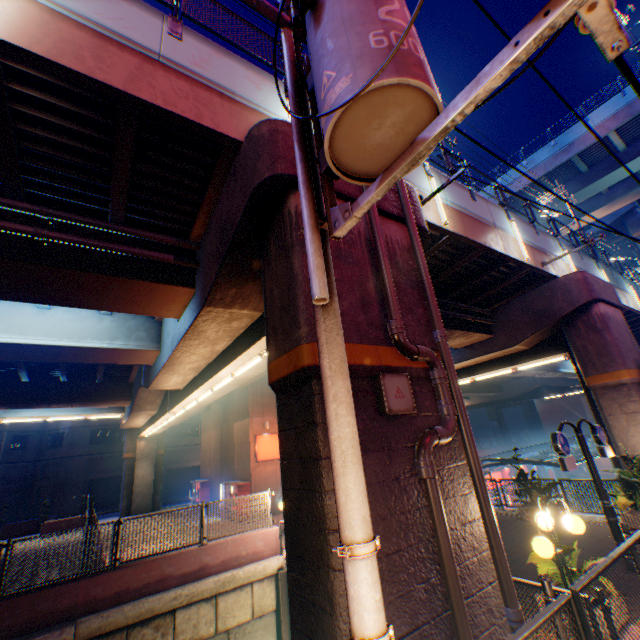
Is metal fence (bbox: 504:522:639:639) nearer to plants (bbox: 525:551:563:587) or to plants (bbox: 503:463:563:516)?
plants (bbox: 503:463:563:516)

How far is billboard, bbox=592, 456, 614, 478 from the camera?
42.4 meters

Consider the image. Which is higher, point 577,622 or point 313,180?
point 313,180

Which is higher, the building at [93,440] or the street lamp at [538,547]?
the building at [93,440]

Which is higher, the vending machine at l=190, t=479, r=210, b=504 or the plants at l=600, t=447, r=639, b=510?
the vending machine at l=190, t=479, r=210, b=504

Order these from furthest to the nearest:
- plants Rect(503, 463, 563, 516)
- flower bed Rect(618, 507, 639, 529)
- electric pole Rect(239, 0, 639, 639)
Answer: plants Rect(503, 463, 563, 516)
flower bed Rect(618, 507, 639, 529)
electric pole Rect(239, 0, 639, 639)

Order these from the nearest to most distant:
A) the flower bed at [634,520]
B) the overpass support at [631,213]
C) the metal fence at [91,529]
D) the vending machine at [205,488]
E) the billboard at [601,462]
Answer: the metal fence at [91,529] → the flower bed at [634,520] → the vending machine at [205,488] → the overpass support at [631,213] → the billboard at [601,462]

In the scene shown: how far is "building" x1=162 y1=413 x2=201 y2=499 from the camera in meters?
39.3 m
